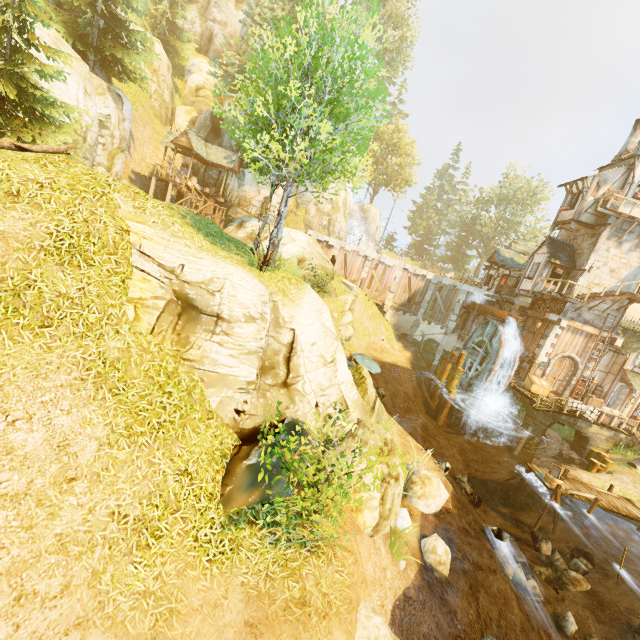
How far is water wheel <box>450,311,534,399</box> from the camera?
23.38m

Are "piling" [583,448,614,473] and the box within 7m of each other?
yes

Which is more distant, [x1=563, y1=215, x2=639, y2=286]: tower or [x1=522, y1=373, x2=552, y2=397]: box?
[x1=522, y1=373, x2=552, y2=397]: box

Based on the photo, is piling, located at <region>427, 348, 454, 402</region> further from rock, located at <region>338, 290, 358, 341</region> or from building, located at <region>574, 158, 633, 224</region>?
rock, located at <region>338, 290, 358, 341</region>

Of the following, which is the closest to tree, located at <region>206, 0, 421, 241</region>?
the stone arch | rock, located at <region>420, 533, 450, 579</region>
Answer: the stone arch

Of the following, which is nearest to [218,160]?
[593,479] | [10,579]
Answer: [10,579]

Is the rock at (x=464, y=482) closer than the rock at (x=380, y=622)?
No

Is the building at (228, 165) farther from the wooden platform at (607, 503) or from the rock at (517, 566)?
the rock at (517, 566)
